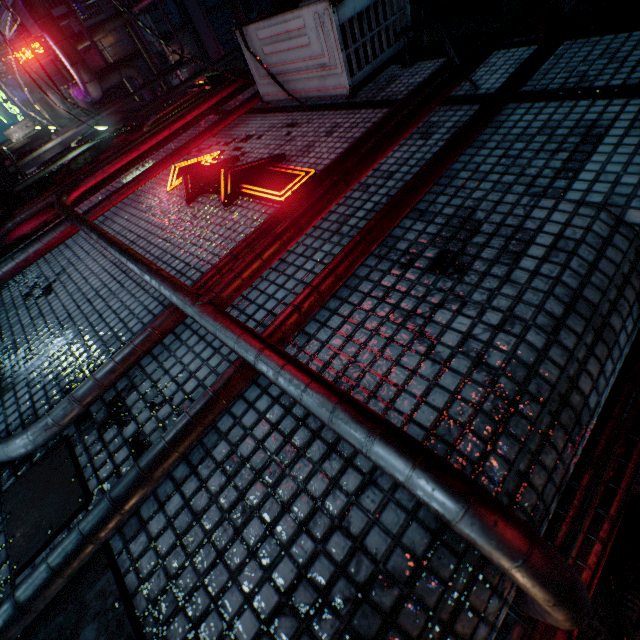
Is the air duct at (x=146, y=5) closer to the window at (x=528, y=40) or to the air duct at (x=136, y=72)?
the air duct at (x=136, y=72)

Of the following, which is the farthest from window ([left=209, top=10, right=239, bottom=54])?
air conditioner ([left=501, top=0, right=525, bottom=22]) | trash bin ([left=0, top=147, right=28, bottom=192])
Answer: trash bin ([left=0, top=147, right=28, bottom=192])

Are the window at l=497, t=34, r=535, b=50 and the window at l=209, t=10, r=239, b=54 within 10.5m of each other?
no

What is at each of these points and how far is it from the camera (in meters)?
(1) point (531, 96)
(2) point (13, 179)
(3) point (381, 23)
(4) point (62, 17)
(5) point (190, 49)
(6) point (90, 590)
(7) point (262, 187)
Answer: (1) building, 1.79
(2) trash bin, 5.00
(3) air conditioner, 2.50
(4) air conditioner, 6.55
(5) window, 17.14
(6) building, 0.90
(7) sign, 2.11

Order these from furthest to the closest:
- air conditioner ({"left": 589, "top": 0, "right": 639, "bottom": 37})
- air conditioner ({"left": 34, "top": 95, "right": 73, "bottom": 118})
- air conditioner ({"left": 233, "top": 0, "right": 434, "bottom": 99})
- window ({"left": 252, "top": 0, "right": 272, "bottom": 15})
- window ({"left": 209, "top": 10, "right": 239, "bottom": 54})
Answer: window ({"left": 252, "top": 0, "right": 272, "bottom": 15}), window ({"left": 209, "top": 10, "right": 239, "bottom": 54}), air conditioner ({"left": 34, "top": 95, "right": 73, "bottom": 118}), air conditioner ({"left": 589, "top": 0, "right": 639, "bottom": 37}), air conditioner ({"left": 233, "top": 0, "right": 434, "bottom": 99})

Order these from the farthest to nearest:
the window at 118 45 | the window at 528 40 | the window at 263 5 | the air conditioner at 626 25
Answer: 1. the window at 263 5
2. the window at 118 45
3. the window at 528 40
4. the air conditioner at 626 25

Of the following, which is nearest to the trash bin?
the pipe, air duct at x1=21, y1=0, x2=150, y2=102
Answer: air duct at x1=21, y1=0, x2=150, y2=102

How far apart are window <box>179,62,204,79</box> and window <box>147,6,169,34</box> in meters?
0.4
